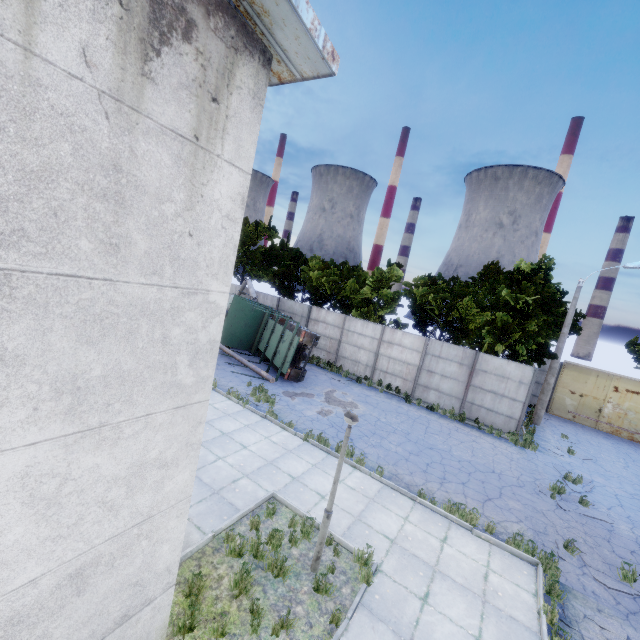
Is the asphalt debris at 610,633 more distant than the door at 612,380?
No

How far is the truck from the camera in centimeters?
1675cm

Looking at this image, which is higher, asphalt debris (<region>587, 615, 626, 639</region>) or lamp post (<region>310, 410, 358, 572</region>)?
lamp post (<region>310, 410, 358, 572</region>)

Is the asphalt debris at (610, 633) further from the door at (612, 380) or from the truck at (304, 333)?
the door at (612, 380)

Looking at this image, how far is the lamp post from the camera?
6.1 meters

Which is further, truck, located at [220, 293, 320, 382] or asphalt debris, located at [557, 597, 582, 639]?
truck, located at [220, 293, 320, 382]

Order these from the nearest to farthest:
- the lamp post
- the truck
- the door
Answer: the lamp post
the truck
the door

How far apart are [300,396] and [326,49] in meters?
13.9 m
